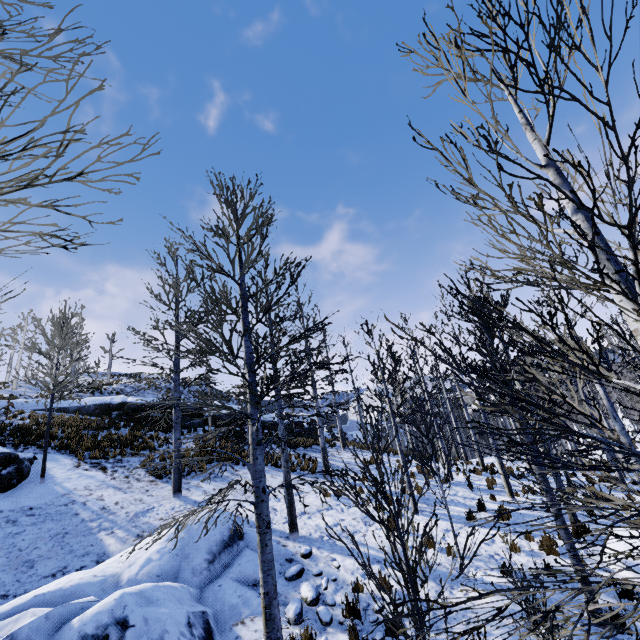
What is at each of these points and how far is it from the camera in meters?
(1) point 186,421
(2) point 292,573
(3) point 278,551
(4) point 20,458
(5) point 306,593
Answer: (1) rock, 22.3 m
(2) rock, 7.2 m
(3) rock, 8.1 m
(4) rock, 10.6 m
(5) rock, 6.6 m

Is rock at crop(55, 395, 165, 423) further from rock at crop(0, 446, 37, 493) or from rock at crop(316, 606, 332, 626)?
rock at crop(316, 606, 332, 626)

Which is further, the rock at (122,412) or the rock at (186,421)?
the rock at (186,421)

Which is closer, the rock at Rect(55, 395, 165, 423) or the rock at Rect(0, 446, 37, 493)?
the rock at Rect(0, 446, 37, 493)

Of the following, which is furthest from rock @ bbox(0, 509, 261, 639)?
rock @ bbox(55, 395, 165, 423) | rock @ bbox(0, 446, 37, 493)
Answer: rock @ bbox(55, 395, 165, 423)

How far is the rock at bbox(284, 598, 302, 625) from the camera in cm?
596

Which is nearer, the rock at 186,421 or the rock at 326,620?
the rock at 326,620
